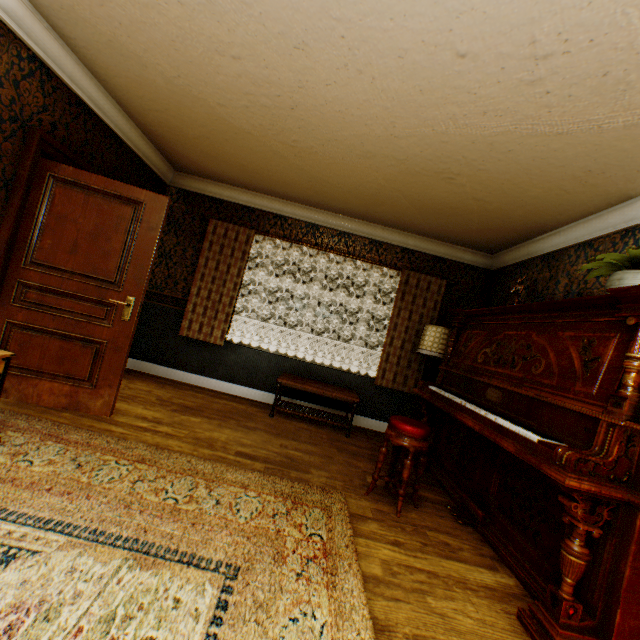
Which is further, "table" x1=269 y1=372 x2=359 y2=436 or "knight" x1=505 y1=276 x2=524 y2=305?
"table" x1=269 y1=372 x2=359 y2=436

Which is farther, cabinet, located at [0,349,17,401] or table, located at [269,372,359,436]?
table, located at [269,372,359,436]

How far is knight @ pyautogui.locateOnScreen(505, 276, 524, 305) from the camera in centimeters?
361cm

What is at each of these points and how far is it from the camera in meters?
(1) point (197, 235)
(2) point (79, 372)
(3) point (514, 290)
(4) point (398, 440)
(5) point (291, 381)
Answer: (1) building, 5.2
(2) bp, 3.1
(3) knight, 3.6
(4) piano stool, 2.8
(5) table, 4.4

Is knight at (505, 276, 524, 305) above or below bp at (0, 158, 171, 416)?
above

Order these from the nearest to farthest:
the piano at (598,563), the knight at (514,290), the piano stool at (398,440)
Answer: the piano at (598,563)
the piano stool at (398,440)
the knight at (514,290)

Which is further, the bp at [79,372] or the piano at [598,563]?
the bp at [79,372]

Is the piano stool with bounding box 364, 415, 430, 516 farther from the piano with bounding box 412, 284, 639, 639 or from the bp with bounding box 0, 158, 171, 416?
the bp with bounding box 0, 158, 171, 416
